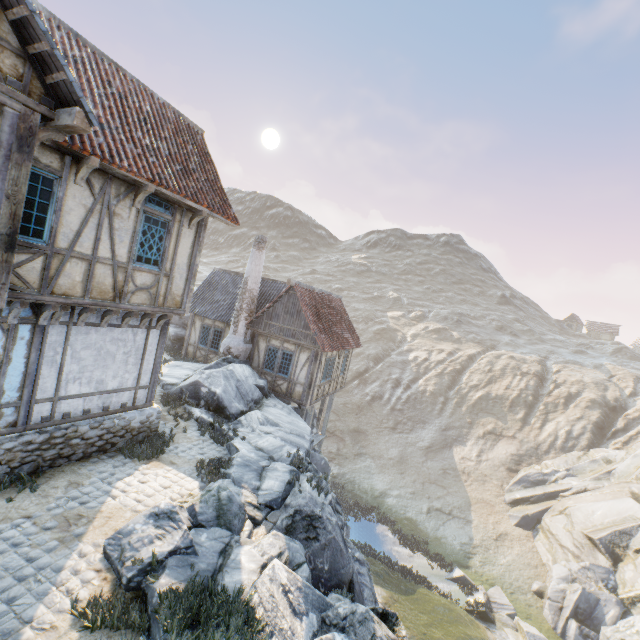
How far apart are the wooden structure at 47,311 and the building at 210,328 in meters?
11.4

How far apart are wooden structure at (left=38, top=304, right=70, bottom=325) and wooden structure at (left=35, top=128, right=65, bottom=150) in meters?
3.0

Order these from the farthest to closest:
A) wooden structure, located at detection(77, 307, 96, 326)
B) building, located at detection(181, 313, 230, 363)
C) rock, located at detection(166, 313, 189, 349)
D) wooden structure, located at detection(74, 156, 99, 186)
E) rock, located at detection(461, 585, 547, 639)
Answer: rock, located at detection(166, 313, 189, 349), building, located at detection(181, 313, 230, 363), rock, located at detection(461, 585, 547, 639), wooden structure, located at detection(77, 307, 96, 326), wooden structure, located at detection(74, 156, 99, 186)

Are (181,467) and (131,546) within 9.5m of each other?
yes

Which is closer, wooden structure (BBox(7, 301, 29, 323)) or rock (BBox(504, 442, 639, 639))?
wooden structure (BBox(7, 301, 29, 323))

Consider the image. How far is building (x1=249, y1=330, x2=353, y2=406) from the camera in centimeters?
1623cm

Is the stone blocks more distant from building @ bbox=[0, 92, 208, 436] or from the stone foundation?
building @ bbox=[0, 92, 208, 436]

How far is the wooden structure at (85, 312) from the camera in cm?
732
